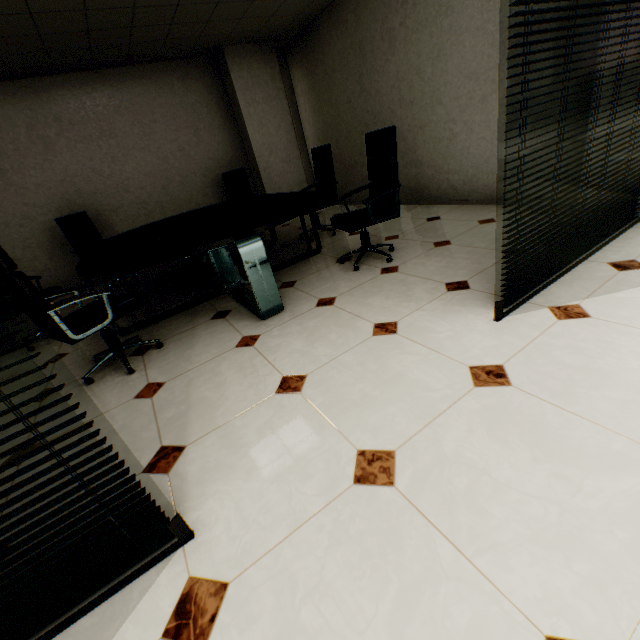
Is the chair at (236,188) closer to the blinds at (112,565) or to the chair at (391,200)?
the chair at (391,200)

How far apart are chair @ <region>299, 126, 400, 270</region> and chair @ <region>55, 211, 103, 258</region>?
3.5 meters

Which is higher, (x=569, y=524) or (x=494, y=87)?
(x=494, y=87)

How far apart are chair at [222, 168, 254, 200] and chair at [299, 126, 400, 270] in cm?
282

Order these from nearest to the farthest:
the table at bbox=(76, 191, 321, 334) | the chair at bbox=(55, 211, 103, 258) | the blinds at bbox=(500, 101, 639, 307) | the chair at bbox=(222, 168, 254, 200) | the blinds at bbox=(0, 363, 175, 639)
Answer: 1. the blinds at bbox=(0, 363, 175, 639)
2. the blinds at bbox=(500, 101, 639, 307)
3. the table at bbox=(76, 191, 321, 334)
4. the chair at bbox=(55, 211, 103, 258)
5. the chair at bbox=(222, 168, 254, 200)

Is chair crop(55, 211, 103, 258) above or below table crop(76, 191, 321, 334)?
above

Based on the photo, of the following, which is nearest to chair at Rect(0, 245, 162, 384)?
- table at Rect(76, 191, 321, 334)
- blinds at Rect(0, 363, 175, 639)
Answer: table at Rect(76, 191, 321, 334)

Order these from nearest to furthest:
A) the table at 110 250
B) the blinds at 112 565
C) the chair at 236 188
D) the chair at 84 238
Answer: the blinds at 112 565 → the table at 110 250 → the chair at 84 238 → the chair at 236 188
